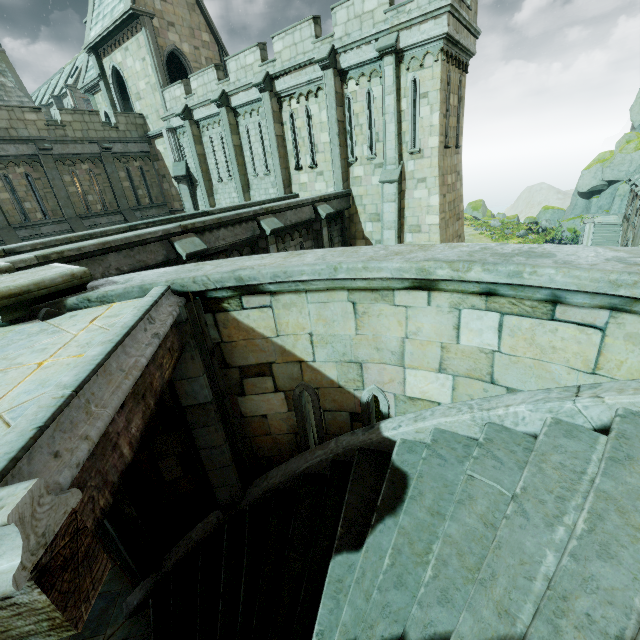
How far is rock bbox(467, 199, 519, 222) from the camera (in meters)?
49.38

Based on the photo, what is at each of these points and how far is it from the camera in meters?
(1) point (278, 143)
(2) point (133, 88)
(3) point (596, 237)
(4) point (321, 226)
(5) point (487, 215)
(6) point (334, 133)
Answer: (1) stone column, 16.0
(2) building, 21.0
(3) stair, 30.0
(4) stone column, 13.4
(5) rock, 58.3
(6) stone column, 14.0

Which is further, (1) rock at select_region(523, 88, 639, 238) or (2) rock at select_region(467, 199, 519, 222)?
(2) rock at select_region(467, 199, 519, 222)

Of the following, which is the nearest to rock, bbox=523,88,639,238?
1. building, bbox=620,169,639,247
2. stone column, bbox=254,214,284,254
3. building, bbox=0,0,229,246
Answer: building, bbox=620,169,639,247

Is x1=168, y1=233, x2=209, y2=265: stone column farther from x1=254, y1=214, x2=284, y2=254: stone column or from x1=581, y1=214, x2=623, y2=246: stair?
x1=581, y1=214, x2=623, y2=246: stair

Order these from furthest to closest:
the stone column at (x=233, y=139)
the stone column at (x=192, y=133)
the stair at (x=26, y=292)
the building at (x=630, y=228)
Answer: the building at (x=630, y=228) < the stone column at (x=192, y=133) < the stone column at (x=233, y=139) < the stair at (x=26, y=292)

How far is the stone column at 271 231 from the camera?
10.8 meters

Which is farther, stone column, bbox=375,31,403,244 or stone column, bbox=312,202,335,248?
stone column, bbox=312,202,335,248
